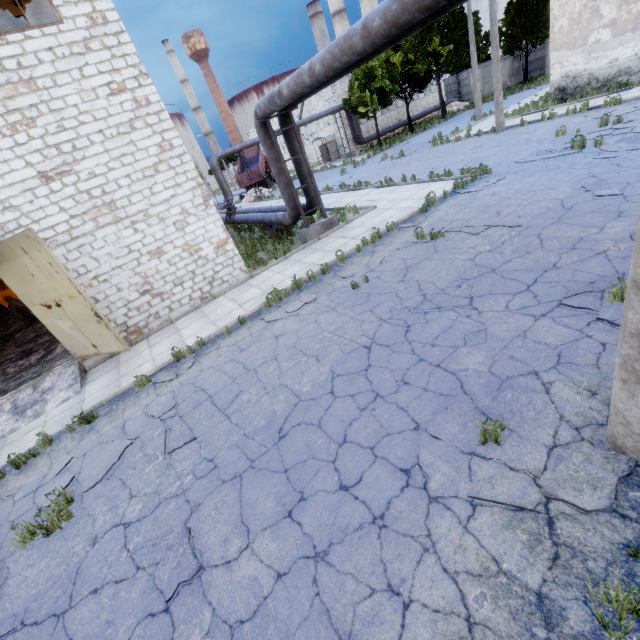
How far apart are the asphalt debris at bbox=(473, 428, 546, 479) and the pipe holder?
10.27m

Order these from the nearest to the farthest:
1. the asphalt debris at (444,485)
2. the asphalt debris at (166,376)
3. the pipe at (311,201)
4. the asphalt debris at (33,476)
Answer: the asphalt debris at (444,485), the asphalt debris at (33,476), the asphalt debris at (166,376), the pipe at (311,201)

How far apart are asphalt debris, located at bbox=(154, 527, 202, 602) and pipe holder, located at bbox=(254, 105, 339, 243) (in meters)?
11.07

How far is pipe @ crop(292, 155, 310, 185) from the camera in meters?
13.1

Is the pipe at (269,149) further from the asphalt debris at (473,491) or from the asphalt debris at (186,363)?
the asphalt debris at (186,363)

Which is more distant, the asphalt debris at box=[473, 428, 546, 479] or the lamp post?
the asphalt debris at box=[473, 428, 546, 479]

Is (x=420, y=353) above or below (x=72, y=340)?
below

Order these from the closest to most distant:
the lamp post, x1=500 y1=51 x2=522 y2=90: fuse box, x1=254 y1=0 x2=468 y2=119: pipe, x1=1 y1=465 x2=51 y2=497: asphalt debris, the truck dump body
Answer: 1. the lamp post
2. x1=254 y1=0 x2=468 y2=119: pipe
3. x1=1 y1=465 x2=51 y2=497: asphalt debris
4. x1=500 y1=51 x2=522 y2=90: fuse box
5. the truck dump body
